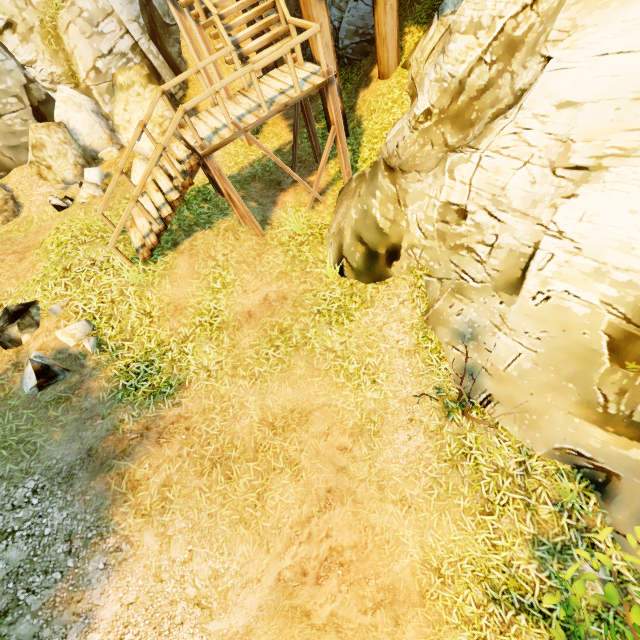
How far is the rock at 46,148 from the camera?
9.5m

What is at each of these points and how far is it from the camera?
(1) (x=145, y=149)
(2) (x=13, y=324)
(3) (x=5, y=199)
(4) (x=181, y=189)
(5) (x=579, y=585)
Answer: (1) rock, 11.02m
(2) rock, 6.23m
(3) rock, 9.70m
(4) stairs, 7.34m
(5) bush, 3.62m

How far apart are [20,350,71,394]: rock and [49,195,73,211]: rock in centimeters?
565cm

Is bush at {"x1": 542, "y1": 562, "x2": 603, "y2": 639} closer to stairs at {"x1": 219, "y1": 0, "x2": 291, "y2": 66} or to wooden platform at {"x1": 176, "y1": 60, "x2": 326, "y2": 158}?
wooden platform at {"x1": 176, "y1": 60, "x2": 326, "y2": 158}

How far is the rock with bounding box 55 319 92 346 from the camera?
6.4 meters

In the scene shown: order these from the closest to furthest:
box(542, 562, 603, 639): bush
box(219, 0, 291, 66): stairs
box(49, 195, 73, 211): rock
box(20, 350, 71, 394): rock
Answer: box(542, 562, 603, 639): bush < box(20, 350, 71, 394): rock < box(219, 0, 291, 66): stairs < box(49, 195, 73, 211): rock

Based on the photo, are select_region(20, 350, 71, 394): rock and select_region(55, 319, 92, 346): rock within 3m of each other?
yes

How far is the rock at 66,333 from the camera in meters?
6.4
